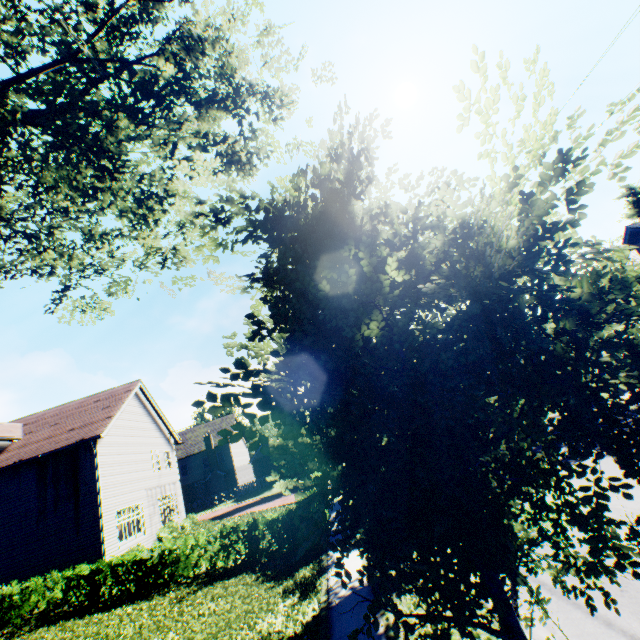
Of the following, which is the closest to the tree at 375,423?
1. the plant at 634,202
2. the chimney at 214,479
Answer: the plant at 634,202

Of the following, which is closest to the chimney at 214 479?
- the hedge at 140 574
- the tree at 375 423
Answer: the tree at 375 423

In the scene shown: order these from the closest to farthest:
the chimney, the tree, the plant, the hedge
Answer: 1. the tree
2. the hedge
3. the chimney
4. the plant

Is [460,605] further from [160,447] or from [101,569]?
[160,447]

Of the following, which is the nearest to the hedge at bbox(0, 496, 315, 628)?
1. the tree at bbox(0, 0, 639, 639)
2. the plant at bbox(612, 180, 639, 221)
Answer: the tree at bbox(0, 0, 639, 639)

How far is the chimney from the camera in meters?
42.1

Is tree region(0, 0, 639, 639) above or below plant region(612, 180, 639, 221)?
below

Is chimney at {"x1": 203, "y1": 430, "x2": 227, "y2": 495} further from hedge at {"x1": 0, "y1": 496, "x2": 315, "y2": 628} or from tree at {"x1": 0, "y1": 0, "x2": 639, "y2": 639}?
hedge at {"x1": 0, "y1": 496, "x2": 315, "y2": 628}
